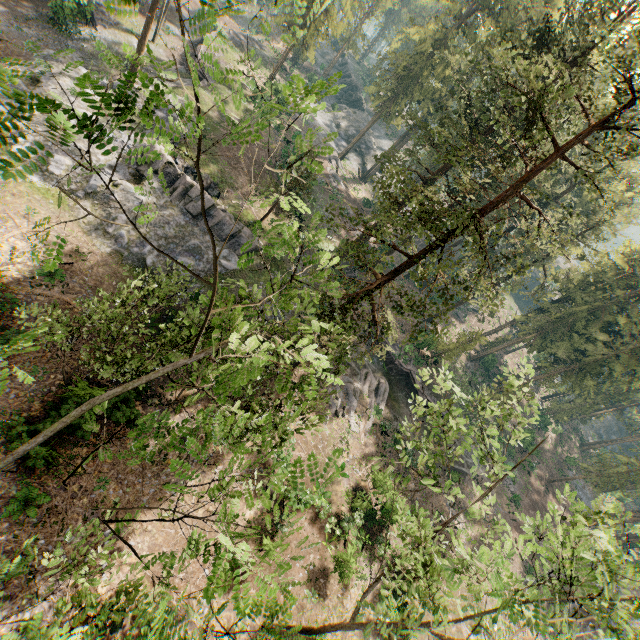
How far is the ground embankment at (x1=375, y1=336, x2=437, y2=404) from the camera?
35.9m

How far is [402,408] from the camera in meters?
34.9

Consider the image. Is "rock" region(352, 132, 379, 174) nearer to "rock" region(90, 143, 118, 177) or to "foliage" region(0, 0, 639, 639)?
"foliage" region(0, 0, 639, 639)

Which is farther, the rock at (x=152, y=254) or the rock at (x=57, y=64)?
the rock at (x=57, y=64)

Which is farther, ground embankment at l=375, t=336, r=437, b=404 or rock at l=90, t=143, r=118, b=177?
ground embankment at l=375, t=336, r=437, b=404

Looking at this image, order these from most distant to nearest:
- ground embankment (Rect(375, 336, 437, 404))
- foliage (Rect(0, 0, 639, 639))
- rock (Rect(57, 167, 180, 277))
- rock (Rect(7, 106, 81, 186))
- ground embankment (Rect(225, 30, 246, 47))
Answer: ground embankment (Rect(225, 30, 246, 47)) → ground embankment (Rect(375, 336, 437, 404)) → rock (Rect(57, 167, 180, 277)) → rock (Rect(7, 106, 81, 186)) → foliage (Rect(0, 0, 639, 639))

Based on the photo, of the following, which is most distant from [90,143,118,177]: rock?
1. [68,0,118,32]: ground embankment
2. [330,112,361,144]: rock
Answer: [330,112,361,144]: rock

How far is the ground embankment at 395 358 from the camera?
35.9m
